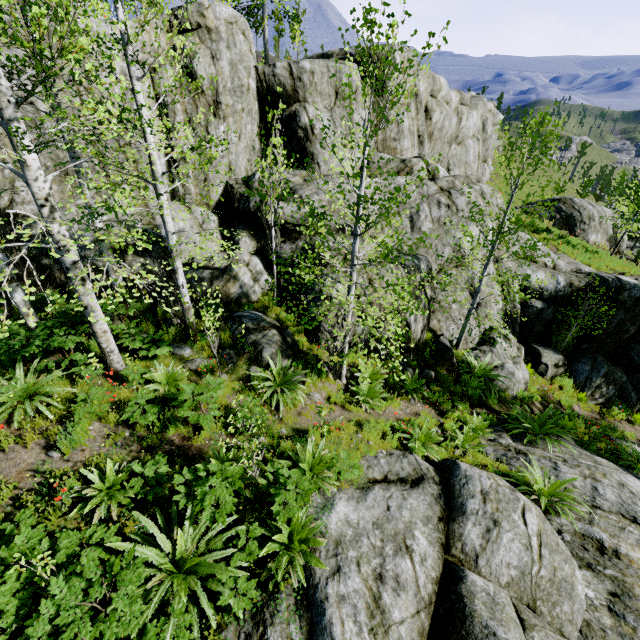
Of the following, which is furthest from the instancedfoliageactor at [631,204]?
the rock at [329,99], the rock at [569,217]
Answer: the rock at [569,217]

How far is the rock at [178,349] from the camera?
7.7m

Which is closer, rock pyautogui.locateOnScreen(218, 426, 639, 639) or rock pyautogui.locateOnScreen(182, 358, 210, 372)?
rock pyautogui.locateOnScreen(218, 426, 639, 639)

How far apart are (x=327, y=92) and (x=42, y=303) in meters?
10.8

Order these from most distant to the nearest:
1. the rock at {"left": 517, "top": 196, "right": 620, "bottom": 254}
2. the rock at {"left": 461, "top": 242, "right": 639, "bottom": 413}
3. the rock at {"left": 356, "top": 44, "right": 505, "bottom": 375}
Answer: the rock at {"left": 517, "top": 196, "right": 620, "bottom": 254} < the rock at {"left": 461, "top": 242, "right": 639, "bottom": 413} < the rock at {"left": 356, "top": 44, "right": 505, "bottom": 375}

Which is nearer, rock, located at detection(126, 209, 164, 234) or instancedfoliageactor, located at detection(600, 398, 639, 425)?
rock, located at detection(126, 209, 164, 234)
